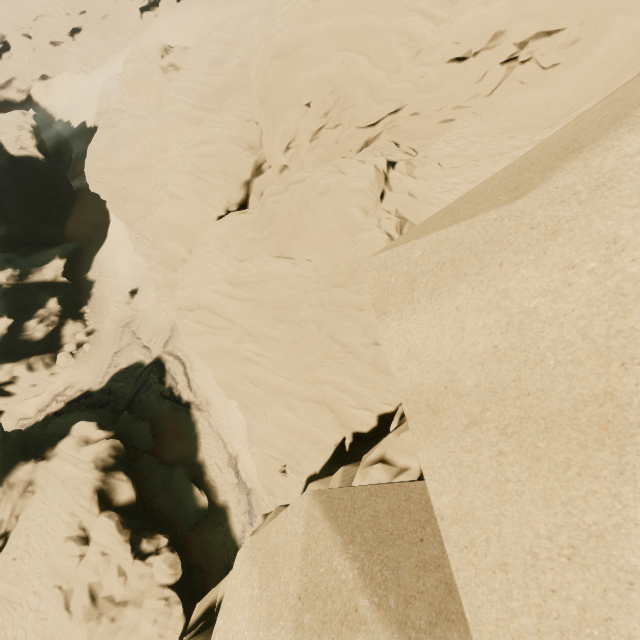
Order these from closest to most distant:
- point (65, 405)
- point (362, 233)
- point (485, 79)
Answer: point (362, 233), point (485, 79), point (65, 405)

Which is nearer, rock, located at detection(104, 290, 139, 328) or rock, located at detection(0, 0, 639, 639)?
rock, located at detection(0, 0, 639, 639)

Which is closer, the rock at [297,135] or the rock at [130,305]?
the rock at [297,135]

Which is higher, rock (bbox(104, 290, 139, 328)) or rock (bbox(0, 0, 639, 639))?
rock (bbox(0, 0, 639, 639))

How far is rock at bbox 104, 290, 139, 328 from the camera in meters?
36.9

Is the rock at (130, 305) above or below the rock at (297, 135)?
below
